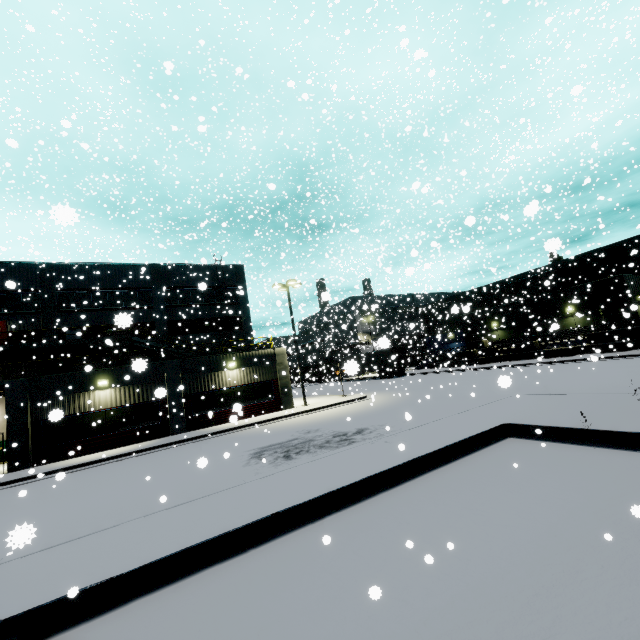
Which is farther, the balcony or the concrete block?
the concrete block

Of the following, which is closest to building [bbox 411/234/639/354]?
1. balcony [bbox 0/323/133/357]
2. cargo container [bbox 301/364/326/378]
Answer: balcony [bbox 0/323/133/357]

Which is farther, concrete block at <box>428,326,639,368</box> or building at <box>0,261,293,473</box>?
concrete block at <box>428,326,639,368</box>

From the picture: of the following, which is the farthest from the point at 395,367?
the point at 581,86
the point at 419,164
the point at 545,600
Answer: the point at 581,86

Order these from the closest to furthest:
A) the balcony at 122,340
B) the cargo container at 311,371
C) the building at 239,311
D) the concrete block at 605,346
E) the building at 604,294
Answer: the building at 239,311 → the balcony at 122,340 → the concrete block at 605,346 → the building at 604,294 → the cargo container at 311,371

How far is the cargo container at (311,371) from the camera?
37.7 meters

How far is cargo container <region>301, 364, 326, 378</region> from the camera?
37.7m

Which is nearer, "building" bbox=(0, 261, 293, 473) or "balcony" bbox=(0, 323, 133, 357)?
"building" bbox=(0, 261, 293, 473)
